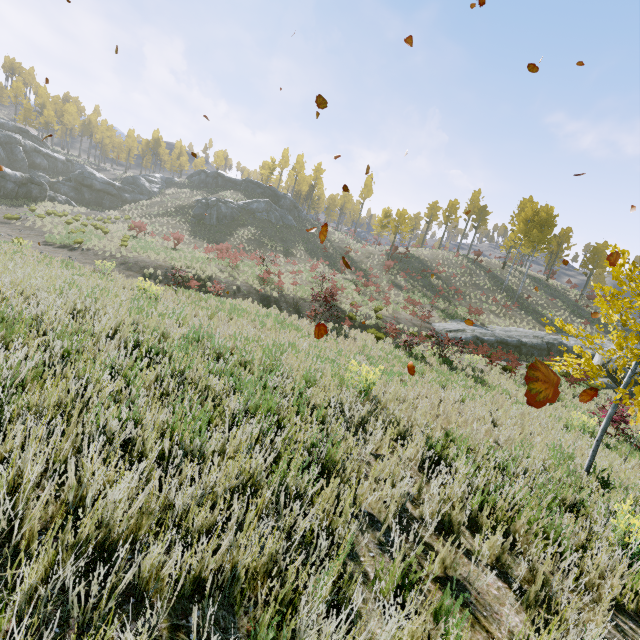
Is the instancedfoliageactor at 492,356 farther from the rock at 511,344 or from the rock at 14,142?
the rock at 14,142

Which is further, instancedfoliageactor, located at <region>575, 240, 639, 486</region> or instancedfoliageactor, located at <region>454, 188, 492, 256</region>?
instancedfoliageactor, located at <region>454, 188, 492, 256</region>

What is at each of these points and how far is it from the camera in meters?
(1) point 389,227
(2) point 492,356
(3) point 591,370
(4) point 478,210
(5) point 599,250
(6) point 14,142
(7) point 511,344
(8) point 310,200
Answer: (1) instancedfoliageactor, 46.8 m
(2) instancedfoliageactor, 16.1 m
(3) instancedfoliageactor, 5.6 m
(4) instancedfoliageactor, 52.5 m
(5) instancedfoliageactor, 38.6 m
(6) rock, 41.4 m
(7) rock, 24.2 m
(8) instancedfoliageactor, 58.2 m

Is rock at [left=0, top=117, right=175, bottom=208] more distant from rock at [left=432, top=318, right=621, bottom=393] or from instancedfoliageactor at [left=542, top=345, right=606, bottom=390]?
instancedfoliageactor at [left=542, top=345, right=606, bottom=390]

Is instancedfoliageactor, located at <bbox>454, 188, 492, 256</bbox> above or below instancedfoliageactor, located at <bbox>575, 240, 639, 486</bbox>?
above

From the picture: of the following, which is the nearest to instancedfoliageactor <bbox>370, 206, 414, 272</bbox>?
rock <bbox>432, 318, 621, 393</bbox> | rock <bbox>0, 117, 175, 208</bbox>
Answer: rock <bbox>432, 318, 621, 393</bbox>

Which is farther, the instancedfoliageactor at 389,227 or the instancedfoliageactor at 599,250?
the instancedfoliageactor at 389,227
